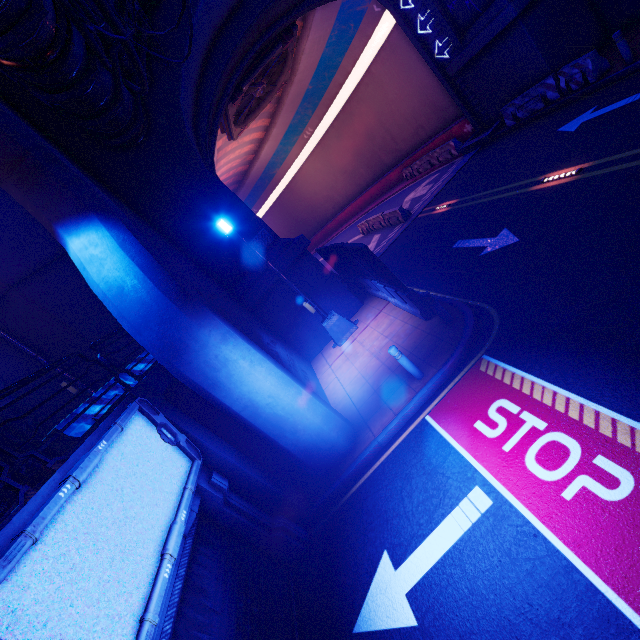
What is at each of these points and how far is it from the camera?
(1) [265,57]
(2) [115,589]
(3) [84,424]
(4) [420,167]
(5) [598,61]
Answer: (1) vent, 16.28m
(2) sign, 3.18m
(3) fence, 5.88m
(4) fence, 23.28m
(5) fence, 11.31m

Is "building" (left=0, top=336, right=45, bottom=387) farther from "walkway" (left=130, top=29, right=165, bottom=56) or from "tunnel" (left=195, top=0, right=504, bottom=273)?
"tunnel" (left=195, top=0, right=504, bottom=273)

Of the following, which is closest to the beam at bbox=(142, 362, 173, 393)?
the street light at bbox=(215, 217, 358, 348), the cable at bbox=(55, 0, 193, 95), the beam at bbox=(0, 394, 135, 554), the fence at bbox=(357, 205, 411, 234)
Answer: the beam at bbox=(0, 394, 135, 554)

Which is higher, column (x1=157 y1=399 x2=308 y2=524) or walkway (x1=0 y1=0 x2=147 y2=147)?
walkway (x1=0 y1=0 x2=147 y2=147)

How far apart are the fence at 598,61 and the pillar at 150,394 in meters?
17.9

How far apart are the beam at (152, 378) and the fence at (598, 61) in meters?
17.3

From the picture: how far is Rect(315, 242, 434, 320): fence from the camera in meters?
8.8

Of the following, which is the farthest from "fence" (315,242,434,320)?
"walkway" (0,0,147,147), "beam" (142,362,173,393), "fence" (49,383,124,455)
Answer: "walkway" (0,0,147,147)
